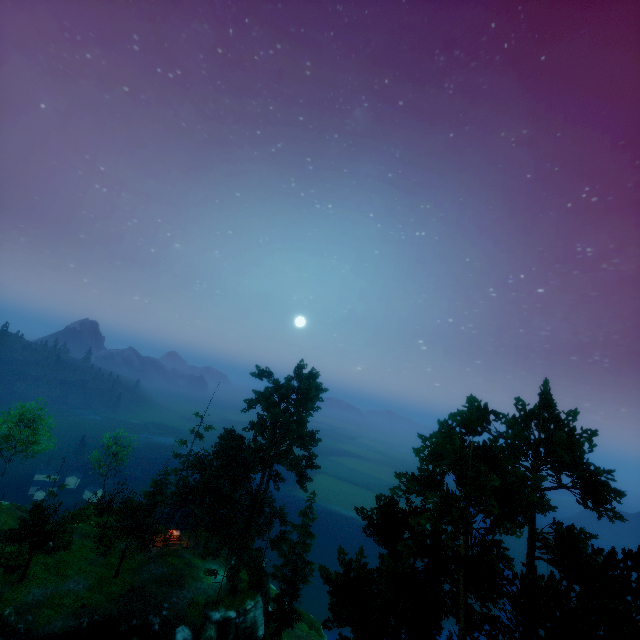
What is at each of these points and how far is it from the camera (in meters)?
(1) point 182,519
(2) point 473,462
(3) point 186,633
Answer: (1) building, 39.81
(2) tree, 20.33
(3) rock, 29.45

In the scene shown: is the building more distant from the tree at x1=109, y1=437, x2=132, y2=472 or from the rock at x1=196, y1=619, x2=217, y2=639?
the rock at x1=196, y1=619, x2=217, y2=639

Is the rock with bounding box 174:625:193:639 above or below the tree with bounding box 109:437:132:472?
below

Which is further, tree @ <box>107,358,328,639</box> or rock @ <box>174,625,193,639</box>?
tree @ <box>107,358,328,639</box>

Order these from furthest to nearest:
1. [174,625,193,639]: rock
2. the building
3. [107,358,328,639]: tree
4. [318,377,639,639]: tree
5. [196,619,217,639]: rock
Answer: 1. the building
2. [107,358,328,639]: tree
3. [196,619,217,639]: rock
4. [174,625,193,639]: rock
5. [318,377,639,639]: tree

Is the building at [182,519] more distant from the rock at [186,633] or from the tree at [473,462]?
the rock at [186,633]

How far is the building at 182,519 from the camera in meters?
39.0 m

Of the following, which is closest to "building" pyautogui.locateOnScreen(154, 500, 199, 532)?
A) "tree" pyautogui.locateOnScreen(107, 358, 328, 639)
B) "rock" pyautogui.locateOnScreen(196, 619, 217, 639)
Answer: "tree" pyautogui.locateOnScreen(107, 358, 328, 639)
